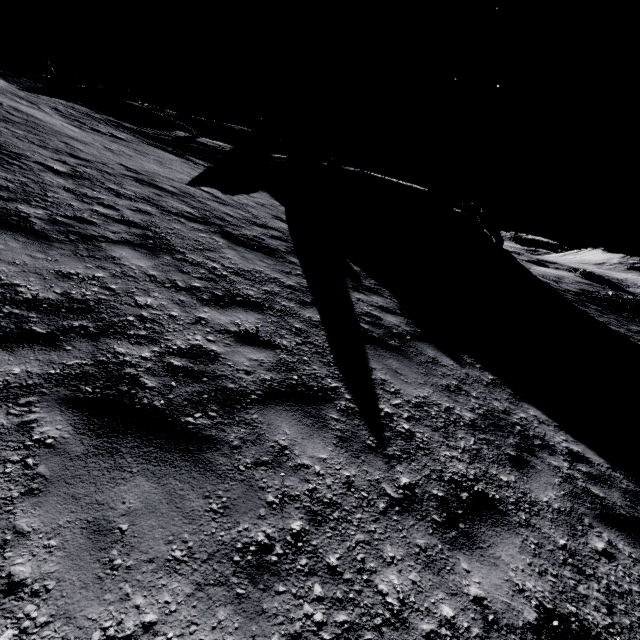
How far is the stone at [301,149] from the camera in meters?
27.5

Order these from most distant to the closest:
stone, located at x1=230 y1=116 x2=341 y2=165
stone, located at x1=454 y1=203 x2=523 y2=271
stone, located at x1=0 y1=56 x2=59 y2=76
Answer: stone, located at x1=230 y1=116 x2=341 y2=165 → stone, located at x1=454 y1=203 x2=523 y2=271 → stone, located at x1=0 y1=56 x2=59 y2=76

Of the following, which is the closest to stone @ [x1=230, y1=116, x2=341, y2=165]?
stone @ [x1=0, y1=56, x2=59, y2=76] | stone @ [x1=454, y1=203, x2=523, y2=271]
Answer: stone @ [x1=0, y1=56, x2=59, y2=76]

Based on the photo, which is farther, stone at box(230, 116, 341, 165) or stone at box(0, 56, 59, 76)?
stone at box(230, 116, 341, 165)

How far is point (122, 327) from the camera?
3.7 meters

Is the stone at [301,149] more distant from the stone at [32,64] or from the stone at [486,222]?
the stone at [486,222]
